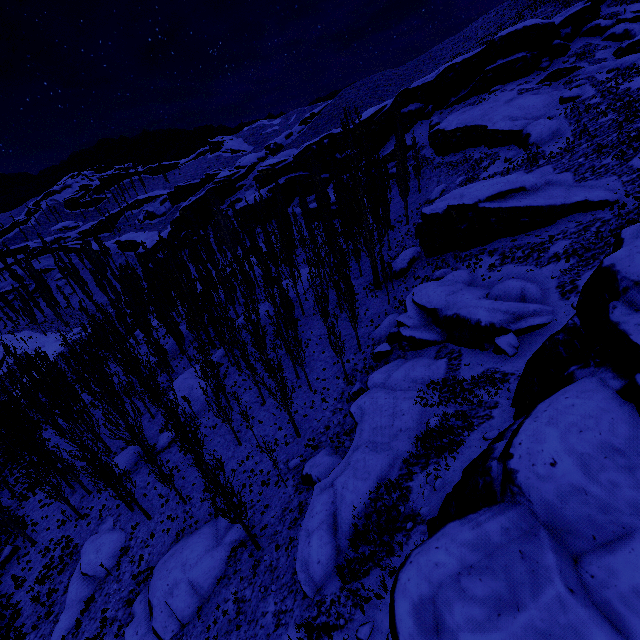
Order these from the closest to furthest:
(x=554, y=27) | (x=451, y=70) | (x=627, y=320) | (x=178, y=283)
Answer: (x=627, y=320) < (x=178, y=283) < (x=554, y=27) < (x=451, y=70)

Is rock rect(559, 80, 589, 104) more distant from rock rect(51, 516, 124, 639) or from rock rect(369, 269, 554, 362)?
rock rect(51, 516, 124, 639)

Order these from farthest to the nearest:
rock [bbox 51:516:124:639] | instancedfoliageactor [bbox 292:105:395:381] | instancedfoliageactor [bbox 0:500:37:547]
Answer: instancedfoliageactor [bbox 292:105:395:381], instancedfoliageactor [bbox 0:500:37:547], rock [bbox 51:516:124:639]

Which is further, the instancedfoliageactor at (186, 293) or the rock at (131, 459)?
the rock at (131, 459)

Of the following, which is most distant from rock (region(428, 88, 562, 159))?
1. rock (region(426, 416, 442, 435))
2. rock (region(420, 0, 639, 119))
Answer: rock (region(426, 416, 442, 435))

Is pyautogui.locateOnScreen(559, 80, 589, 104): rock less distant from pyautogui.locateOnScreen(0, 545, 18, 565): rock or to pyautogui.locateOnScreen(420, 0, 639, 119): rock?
pyautogui.locateOnScreen(420, 0, 639, 119): rock

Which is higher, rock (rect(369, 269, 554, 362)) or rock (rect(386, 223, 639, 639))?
rock (rect(386, 223, 639, 639))

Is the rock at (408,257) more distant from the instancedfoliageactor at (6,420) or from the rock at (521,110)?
the rock at (521,110)
